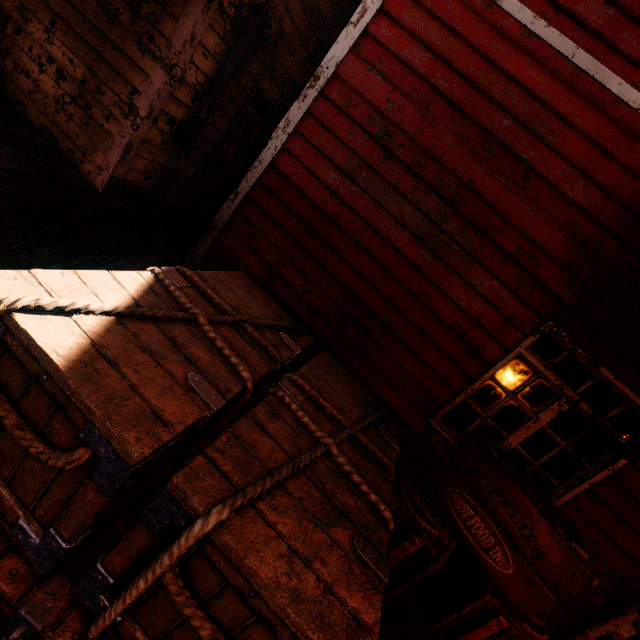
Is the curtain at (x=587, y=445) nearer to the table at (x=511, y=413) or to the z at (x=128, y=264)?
Answer: the z at (x=128, y=264)

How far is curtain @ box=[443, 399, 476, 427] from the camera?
3.5 meters

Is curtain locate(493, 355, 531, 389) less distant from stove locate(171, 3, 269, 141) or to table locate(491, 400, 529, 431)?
stove locate(171, 3, 269, 141)

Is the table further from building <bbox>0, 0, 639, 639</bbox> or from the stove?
the stove

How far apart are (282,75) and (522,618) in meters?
6.7 m

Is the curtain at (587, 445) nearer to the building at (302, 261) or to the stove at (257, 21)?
the building at (302, 261)

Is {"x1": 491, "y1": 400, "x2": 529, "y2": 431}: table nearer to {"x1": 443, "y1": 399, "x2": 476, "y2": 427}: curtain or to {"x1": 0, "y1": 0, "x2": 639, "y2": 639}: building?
{"x1": 0, "y1": 0, "x2": 639, "y2": 639}: building
